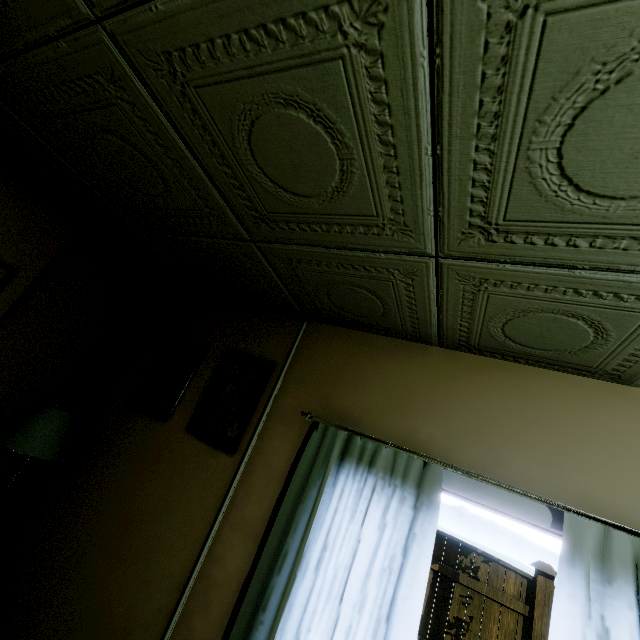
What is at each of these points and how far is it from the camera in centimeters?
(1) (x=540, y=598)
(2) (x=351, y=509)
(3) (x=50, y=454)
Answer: (1) fence post, 466cm
(2) curtain, 176cm
(3) lamp, 222cm

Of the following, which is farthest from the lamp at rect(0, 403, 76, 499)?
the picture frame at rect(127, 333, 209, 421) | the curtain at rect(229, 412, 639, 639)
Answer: the curtain at rect(229, 412, 639, 639)

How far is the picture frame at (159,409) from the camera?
2.6 meters

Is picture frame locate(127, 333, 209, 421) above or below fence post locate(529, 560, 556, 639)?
above

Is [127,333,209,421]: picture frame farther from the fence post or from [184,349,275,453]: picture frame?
the fence post

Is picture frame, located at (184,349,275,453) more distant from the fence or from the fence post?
the fence post

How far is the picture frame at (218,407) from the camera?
2.27m

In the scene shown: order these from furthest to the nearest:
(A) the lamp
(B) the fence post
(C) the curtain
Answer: (B) the fence post
(A) the lamp
(C) the curtain
